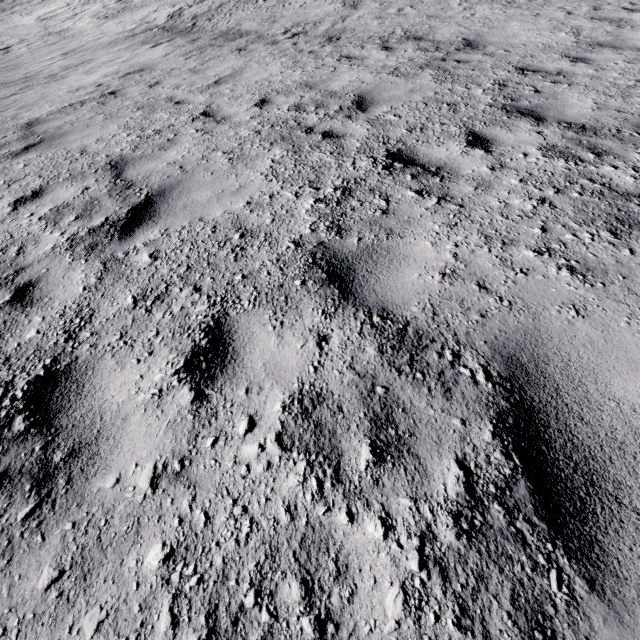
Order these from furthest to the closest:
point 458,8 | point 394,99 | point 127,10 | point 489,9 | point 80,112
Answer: point 127,10 → point 458,8 → point 489,9 → point 80,112 → point 394,99
